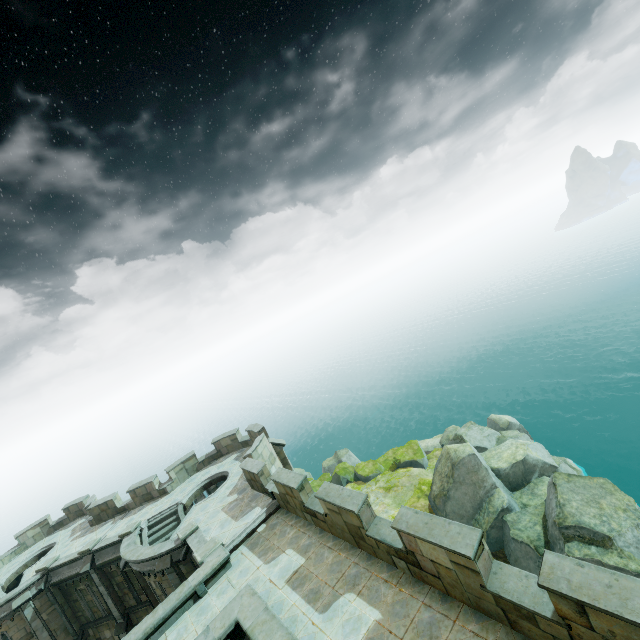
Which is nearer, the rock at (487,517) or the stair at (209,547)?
the stair at (209,547)

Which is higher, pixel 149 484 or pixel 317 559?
pixel 149 484

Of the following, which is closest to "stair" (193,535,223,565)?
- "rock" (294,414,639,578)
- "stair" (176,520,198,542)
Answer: "stair" (176,520,198,542)

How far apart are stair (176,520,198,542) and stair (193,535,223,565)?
2.0 meters

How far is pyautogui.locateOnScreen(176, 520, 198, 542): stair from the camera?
15.6 meters

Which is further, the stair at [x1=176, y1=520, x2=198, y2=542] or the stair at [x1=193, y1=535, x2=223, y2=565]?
the stair at [x1=176, y1=520, x2=198, y2=542]

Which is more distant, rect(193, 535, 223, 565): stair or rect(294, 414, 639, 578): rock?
rect(294, 414, 639, 578): rock

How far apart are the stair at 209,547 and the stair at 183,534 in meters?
2.0
